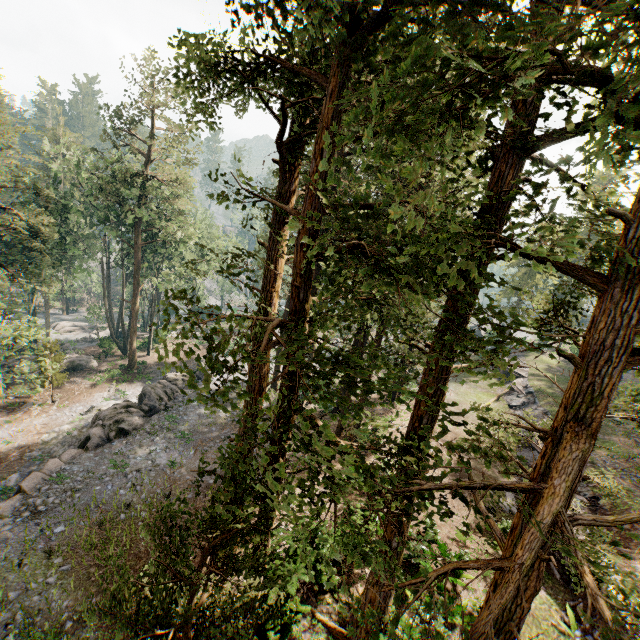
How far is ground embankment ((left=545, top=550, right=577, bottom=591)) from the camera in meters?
14.0

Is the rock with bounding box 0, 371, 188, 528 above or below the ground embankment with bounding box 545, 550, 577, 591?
below

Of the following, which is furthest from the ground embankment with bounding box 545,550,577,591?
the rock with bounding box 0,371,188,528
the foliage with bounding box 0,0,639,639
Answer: the rock with bounding box 0,371,188,528

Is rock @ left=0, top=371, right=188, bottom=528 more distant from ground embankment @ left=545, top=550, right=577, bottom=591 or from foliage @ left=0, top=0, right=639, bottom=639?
ground embankment @ left=545, top=550, right=577, bottom=591

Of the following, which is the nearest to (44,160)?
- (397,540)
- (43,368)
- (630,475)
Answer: (43,368)

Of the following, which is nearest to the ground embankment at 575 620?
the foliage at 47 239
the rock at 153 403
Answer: the foliage at 47 239

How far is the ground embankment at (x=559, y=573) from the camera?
14.0 meters
